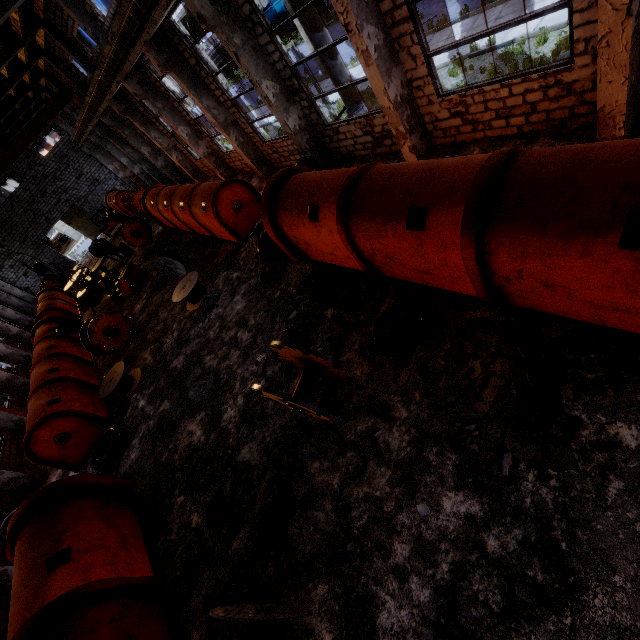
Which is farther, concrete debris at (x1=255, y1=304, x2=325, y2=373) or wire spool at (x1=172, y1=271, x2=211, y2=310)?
wire spool at (x1=172, y1=271, x2=211, y2=310)

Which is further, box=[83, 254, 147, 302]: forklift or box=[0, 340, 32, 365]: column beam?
box=[0, 340, 32, 365]: column beam

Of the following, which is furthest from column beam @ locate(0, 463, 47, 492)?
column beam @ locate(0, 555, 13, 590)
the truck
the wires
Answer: the truck

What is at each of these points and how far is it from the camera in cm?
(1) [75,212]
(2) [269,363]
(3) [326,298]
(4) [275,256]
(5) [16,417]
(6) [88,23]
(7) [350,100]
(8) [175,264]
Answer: (1) door, 3669
(2) concrete debris, 891
(3) ceiling lamp, 836
(4) wire roll, 1122
(5) column beam, 1597
(6) column beam, 1374
(7) pipe, 1113
(8) wire spool, 1556

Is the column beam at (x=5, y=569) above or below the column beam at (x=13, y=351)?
below

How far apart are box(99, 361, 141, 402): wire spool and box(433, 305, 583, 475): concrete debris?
11.3m

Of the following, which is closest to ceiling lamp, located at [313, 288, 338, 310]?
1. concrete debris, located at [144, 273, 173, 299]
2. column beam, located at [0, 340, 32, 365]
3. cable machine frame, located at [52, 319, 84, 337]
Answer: concrete debris, located at [144, 273, 173, 299]

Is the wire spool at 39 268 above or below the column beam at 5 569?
above
